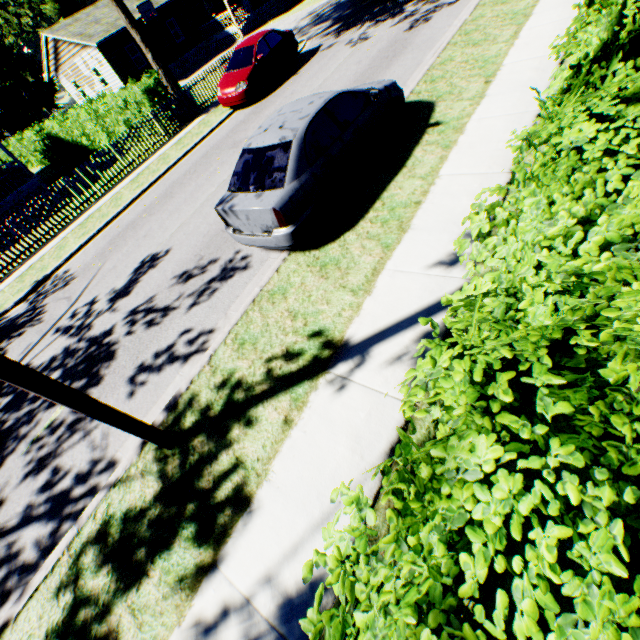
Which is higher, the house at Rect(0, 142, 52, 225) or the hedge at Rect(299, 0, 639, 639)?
the hedge at Rect(299, 0, 639, 639)

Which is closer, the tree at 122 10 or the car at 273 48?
the car at 273 48

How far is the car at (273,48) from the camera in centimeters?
1311cm

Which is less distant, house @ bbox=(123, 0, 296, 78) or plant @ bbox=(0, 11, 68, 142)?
house @ bbox=(123, 0, 296, 78)

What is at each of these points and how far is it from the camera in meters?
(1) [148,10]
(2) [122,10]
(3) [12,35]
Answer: (1) basketball hoop, 25.9 m
(2) tree, 14.5 m
(3) plant, 57.2 m

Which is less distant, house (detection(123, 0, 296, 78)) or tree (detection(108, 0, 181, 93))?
tree (detection(108, 0, 181, 93))

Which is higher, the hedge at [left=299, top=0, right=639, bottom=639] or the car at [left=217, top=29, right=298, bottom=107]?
the hedge at [left=299, top=0, right=639, bottom=639]

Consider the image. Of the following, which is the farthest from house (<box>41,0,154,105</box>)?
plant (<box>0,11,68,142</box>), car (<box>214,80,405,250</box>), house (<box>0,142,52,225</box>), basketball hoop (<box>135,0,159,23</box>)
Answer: car (<box>214,80,405,250</box>)
